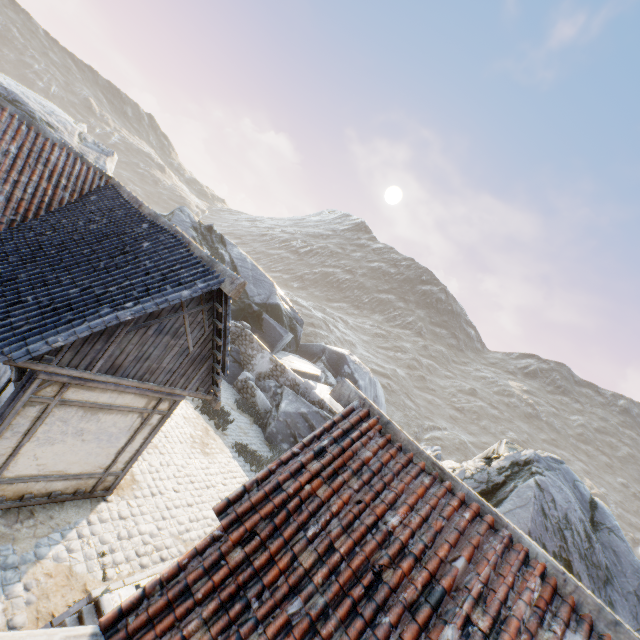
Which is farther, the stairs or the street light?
the stairs

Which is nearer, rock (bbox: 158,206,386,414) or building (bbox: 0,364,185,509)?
building (bbox: 0,364,185,509)

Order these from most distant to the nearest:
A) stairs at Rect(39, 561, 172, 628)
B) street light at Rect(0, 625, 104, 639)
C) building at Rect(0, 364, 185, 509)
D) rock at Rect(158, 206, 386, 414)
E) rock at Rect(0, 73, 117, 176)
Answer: rock at Rect(158, 206, 386, 414)
rock at Rect(0, 73, 117, 176)
building at Rect(0, 364, 185, 509)
stairs at Rect(39, 561, 172, 628)
street light at Rect(0, 625, 104, 639)

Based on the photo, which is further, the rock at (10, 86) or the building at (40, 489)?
the rock at (10, 86)

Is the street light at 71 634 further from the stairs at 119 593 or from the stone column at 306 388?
the stone column at 306 388

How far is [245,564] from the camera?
3.41m

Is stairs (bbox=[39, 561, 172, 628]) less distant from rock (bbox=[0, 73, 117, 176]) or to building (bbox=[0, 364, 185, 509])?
building (bbox=[0, 364, 185, 509])

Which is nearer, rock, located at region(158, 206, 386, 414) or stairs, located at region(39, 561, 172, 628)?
stairs, located at region(39, 561, 172, 628)
